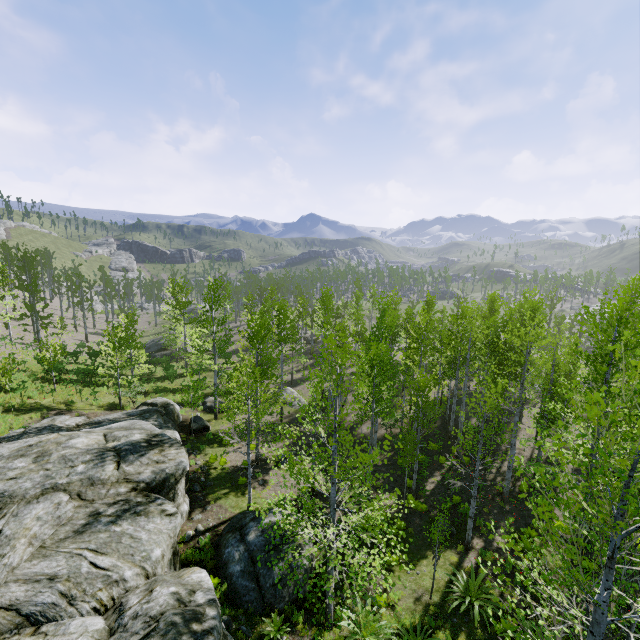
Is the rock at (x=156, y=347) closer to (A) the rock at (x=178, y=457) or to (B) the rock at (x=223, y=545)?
(A) the rock at (x=178, y=457)

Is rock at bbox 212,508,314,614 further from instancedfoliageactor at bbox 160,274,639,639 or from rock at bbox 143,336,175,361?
rock at bbox 143,336,175,361

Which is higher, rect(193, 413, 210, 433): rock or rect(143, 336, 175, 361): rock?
rect(193, 413, 210, 433): rock

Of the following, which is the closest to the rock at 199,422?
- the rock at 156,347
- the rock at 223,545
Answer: the rock at 223,545

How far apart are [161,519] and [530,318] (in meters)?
26.64

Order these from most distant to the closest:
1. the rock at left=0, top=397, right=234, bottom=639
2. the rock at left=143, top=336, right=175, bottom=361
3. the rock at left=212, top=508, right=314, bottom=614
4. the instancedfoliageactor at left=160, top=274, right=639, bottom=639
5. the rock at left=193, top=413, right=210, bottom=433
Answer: the rock at left=143, top=336, right=175, bottom=361 → the rock at left=193, top=413, right=210, bottom=433 → the rock at left=212, top=508, right=314, bottom=614 → the rock at left=0, top=397, right=234, bottom=639 → the instancedfoliageactor at left=160, top=274, right=639, bottom=639

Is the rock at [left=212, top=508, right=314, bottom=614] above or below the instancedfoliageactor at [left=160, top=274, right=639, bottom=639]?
below

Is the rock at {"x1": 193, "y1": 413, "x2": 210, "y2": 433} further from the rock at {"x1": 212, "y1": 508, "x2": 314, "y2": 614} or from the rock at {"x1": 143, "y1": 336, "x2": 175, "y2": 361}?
the rock at {"x1": 143, "y1": 336, "x2": 175, "y2": 361}
